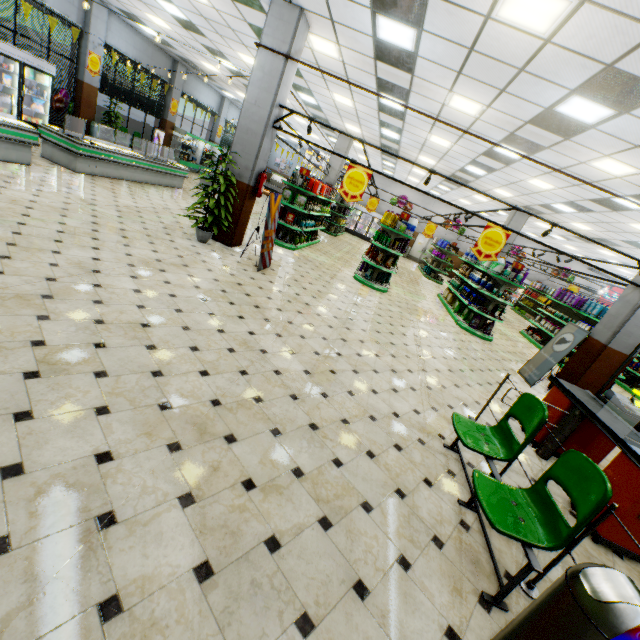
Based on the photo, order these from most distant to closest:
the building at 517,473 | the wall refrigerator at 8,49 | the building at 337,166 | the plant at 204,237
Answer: the building at 337,166 < the wall refrigerator at 8,49 < the plant at 204,237 < the building at 517,473

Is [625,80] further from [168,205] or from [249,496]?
[168,205]

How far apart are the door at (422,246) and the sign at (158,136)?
18.77m

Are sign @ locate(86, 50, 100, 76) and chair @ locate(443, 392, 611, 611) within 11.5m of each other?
no

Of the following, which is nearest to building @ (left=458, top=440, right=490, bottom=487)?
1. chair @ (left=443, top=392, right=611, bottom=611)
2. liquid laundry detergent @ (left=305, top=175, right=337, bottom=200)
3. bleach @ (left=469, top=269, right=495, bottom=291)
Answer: chair @ (left=443, top=392, right=611, bottom=611)

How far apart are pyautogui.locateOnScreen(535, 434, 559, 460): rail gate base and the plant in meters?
6.3 m

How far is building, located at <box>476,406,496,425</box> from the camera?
4.85m

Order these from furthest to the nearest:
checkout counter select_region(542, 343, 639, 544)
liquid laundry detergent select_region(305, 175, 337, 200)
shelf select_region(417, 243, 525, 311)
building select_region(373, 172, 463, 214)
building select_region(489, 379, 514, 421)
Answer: building select_region(373, 172, 463, 214)
liquid laundry detergent select_region(305, 175, 337, 200)
shelf select_region(417, 243, 525, 311)
building select_region(489, 379, 514, 421)
checkout counter select_region(542, 343, 639, 544)
